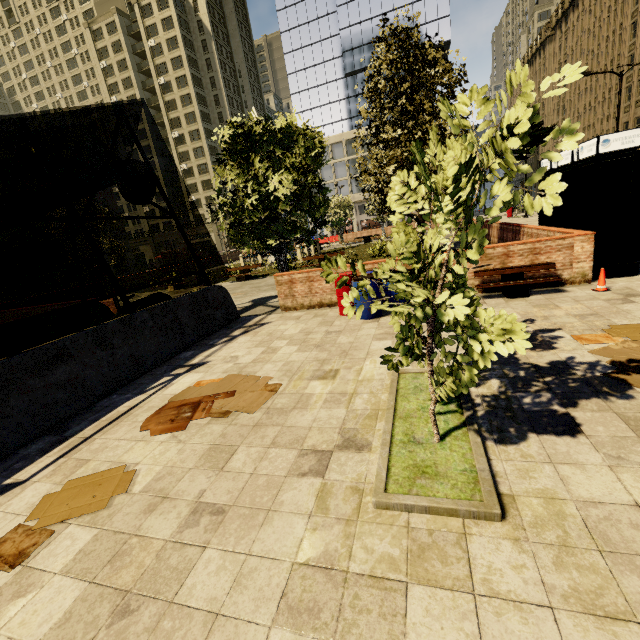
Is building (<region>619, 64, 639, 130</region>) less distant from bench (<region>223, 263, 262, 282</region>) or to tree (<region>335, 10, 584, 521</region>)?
tree (<region>335, 10, 584, 521</region>)

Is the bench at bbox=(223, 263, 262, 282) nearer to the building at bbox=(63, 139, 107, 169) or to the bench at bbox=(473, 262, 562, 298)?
the bench at bbox=(473, 262, 562, 298)

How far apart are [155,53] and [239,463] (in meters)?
81.19

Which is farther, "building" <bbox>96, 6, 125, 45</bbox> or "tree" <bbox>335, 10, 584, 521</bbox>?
"building" <bbox>96, 6, 125, 45</bbox>

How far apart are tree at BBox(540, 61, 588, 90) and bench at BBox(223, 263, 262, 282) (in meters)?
18.54

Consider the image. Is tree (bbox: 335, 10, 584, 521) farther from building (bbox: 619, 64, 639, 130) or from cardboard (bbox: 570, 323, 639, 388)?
building (bbox: 619, 64, 639, 130)

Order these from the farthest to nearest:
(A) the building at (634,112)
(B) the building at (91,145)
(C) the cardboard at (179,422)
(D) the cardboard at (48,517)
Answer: (B) the building at (91,145) < (A) the building at (634,112) < (C) the cardboard at (179,422) < (D) the cardboard at (48,517)

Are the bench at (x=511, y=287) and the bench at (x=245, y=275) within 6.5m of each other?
no
